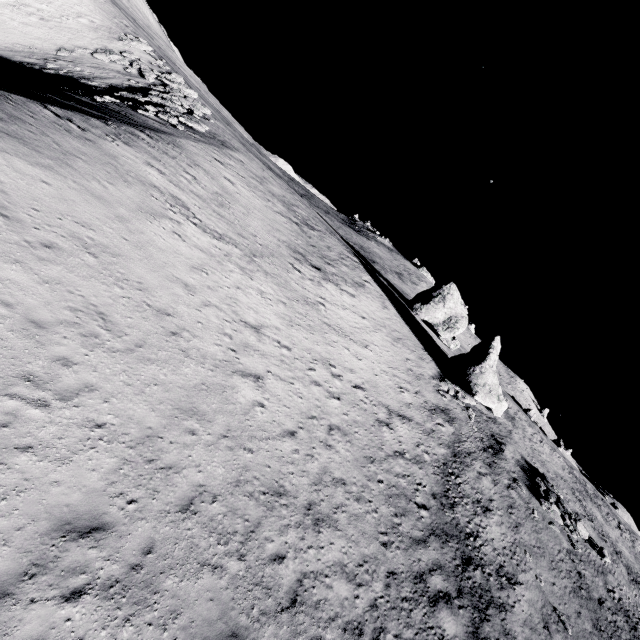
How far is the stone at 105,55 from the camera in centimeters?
3859cm

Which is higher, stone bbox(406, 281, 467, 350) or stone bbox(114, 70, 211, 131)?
stone bbox(406, 281, 467, 350)

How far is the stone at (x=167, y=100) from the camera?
28.2m

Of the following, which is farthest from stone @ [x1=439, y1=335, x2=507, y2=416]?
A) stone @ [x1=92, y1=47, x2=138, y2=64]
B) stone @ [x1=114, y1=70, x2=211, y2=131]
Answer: stone @ [x1=92, y1=47, x2=138, y2=64]

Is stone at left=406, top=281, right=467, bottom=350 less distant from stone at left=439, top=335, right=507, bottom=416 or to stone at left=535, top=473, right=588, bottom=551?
stone at left=439, top=335, right=507, bottom=416

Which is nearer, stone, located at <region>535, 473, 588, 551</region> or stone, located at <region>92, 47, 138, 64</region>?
stone, located at <region>535, 473, 588, 551</region>

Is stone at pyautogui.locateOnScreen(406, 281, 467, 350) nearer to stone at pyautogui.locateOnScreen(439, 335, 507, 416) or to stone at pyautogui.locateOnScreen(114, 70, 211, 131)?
stone at pyautogui.locateOnScreen(439, 335, 507, 416)

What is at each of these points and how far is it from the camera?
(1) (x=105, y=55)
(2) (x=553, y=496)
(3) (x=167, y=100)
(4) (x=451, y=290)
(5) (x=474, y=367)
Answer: (1) stone, 38.8 meters
(2) stone, 25.5 meters
(3) stone, 31.4 meters
(4) stone, 41.9 meters
(5) stone, 31.0 meters
